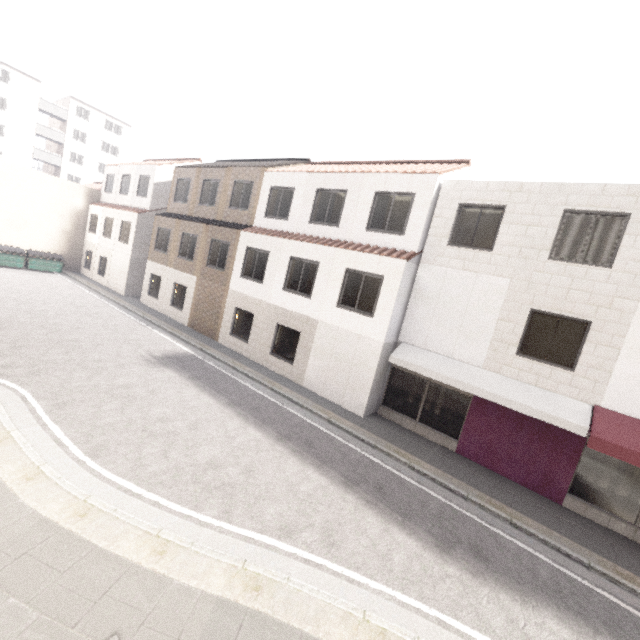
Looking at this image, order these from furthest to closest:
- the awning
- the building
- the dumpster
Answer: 1. the building
2. the dumpster
3. the awning

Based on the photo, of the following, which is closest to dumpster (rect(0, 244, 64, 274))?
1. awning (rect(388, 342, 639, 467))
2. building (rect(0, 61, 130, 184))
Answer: building (rect(0, 61, 130, 184))

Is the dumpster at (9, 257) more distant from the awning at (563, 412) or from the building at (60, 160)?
the awning at (563, 412)

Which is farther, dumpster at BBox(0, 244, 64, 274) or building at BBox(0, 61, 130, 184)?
building at BBox(0, 61, 130, 184)

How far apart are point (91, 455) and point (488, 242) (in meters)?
12.35
